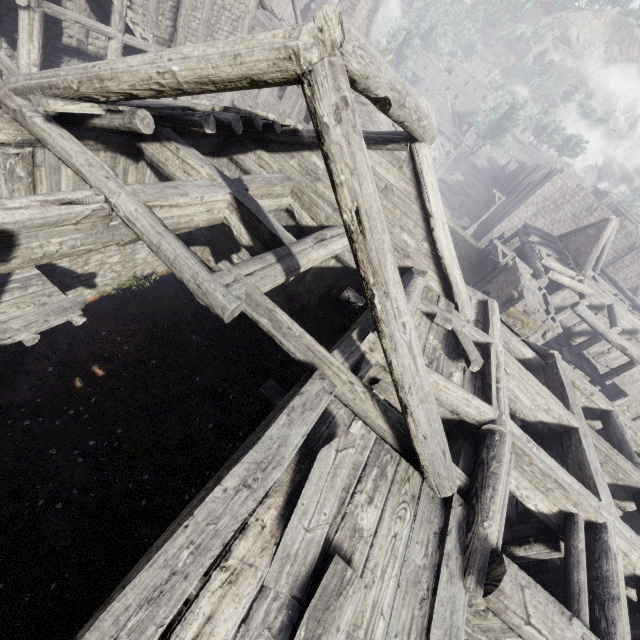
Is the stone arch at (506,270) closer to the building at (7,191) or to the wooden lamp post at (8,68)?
the building at (7,191)

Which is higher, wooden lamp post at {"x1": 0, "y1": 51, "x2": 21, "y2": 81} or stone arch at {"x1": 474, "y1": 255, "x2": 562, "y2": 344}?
stone arch at {"x1": 474, "y1": 255, "x2": 562, "y2": 344}

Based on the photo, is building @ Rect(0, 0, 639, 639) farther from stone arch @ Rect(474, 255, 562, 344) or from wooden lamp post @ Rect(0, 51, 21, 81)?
wooden lamp post @ Rect(0, 51, 21, 81)

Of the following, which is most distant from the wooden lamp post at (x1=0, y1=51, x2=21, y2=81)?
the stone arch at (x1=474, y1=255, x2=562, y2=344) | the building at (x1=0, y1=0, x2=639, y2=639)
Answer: the stone arch at (x1=474, y1=255, x2=562, y2=344)

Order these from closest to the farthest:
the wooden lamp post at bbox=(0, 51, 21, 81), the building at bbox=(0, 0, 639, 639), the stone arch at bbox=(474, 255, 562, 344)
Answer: the building at bbox=(0, 0, 639, 639) → the wooden lamp post at bbox=(0, 51, 21, 81) → the stone arch at bbox=(474, 255, 562, 344)

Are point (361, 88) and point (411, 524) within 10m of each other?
yes

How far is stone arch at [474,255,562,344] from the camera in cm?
1312

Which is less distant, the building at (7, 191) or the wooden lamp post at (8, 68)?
the building at (7, 191)
